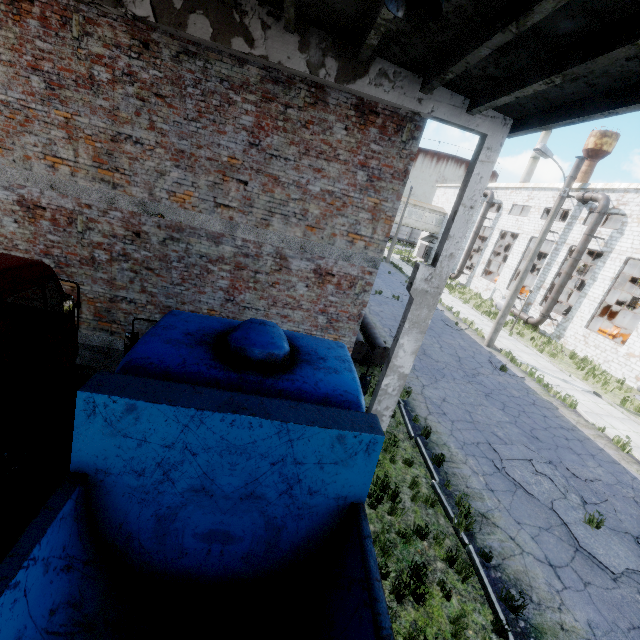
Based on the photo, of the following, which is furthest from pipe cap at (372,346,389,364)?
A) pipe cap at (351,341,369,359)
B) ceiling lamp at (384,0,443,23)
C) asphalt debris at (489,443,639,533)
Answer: ceiling lamp at (384,0,443,23)

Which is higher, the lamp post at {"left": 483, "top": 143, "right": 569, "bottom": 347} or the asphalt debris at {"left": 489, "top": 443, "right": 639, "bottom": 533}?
the lamp post at {"left": 483, "top": 143, "right": 569, "bottom": 347}

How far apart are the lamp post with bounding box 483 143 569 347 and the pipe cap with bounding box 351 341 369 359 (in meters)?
10.77

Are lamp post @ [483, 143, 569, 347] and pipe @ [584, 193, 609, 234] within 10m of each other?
yes

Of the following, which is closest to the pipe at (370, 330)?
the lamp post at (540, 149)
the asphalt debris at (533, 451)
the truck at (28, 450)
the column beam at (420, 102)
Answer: the column beam at (420, 102)

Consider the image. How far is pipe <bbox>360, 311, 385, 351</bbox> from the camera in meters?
11.9

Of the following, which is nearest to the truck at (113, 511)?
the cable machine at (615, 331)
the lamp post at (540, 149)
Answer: the lamp post at (540, 149)

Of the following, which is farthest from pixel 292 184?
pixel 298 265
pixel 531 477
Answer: pixel 531 477
